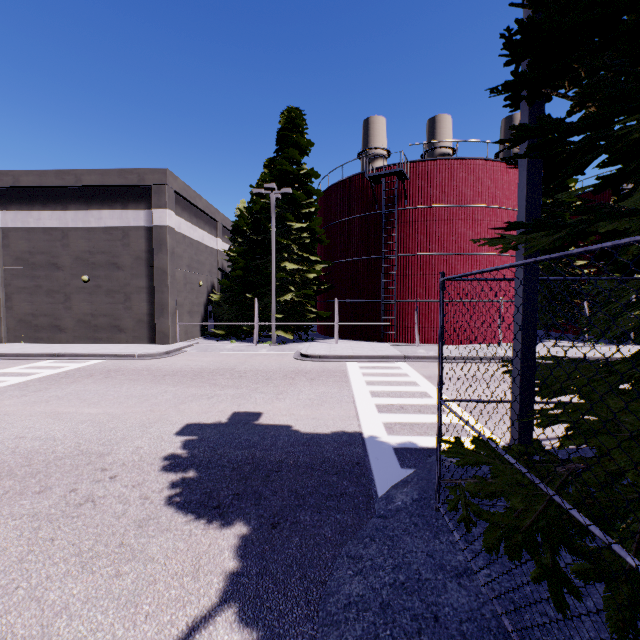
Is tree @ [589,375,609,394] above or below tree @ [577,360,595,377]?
below

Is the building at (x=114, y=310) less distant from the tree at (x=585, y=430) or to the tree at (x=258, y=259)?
the tree at (x=258, y=259)

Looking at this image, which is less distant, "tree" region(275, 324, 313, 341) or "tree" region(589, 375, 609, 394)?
"tree" region(589, 375, 609, 394)

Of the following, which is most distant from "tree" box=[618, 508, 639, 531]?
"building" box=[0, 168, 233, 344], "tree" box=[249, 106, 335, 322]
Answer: "tree" box=[249, 106, 335, 322]

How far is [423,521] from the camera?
4.07m

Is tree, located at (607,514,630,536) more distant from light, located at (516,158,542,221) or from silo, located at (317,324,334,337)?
silo, located at (317,324,334,337)

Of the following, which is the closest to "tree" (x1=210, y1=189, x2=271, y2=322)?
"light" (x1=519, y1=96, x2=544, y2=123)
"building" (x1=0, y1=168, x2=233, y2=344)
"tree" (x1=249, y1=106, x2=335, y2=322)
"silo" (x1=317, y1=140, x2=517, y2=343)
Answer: "building" (x1=0, y1=168, x2=233, y2=344)

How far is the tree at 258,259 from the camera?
22.91m
